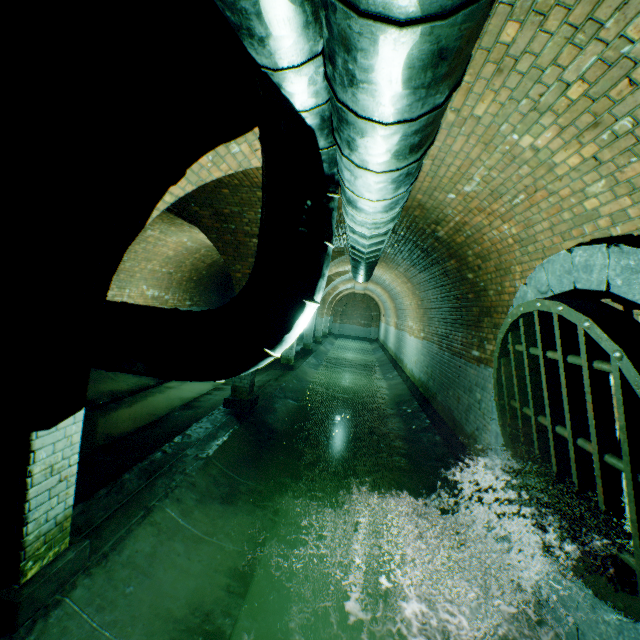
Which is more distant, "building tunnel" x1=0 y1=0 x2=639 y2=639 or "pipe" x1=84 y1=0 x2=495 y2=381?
"building tunnel" x1=0 y1=0 x2=639 y2=639

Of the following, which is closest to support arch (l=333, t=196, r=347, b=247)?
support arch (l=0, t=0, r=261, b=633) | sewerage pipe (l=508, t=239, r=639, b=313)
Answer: support arch (l=0, t=0, r=261, b=633)

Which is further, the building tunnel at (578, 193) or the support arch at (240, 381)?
the support arch at (240, 381)

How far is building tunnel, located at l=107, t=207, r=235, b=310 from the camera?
9.27m

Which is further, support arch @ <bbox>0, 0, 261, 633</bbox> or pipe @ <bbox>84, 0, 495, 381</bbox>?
support arch @ <bbox>0, 0, 261, 633</bbox>

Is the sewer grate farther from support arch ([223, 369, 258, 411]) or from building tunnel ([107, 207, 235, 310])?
support arch ([223, 369, 258, 411])

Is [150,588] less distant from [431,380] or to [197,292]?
[431,380]

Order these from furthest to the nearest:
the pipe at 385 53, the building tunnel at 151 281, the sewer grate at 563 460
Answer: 1. the building tunnel at 151 281
2. the sewer grate at 563 460
3. the pipe at 385 53
